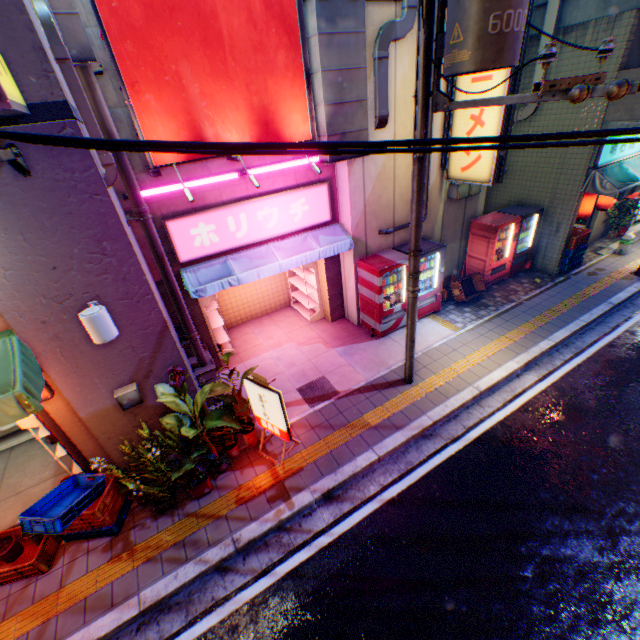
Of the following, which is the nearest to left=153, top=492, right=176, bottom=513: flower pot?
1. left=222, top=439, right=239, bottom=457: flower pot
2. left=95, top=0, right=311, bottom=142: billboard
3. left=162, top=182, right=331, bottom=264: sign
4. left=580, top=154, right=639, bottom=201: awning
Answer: left=222, top=439, right=239, bottom=457: flower pot

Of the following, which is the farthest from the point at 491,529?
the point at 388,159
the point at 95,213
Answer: the point at 388,159

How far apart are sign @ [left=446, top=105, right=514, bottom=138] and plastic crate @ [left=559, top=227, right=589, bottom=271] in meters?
4.5

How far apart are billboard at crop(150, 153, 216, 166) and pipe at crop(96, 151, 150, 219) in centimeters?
60cm

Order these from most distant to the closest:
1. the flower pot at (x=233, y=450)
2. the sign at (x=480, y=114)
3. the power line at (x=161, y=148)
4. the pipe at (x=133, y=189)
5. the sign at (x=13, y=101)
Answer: the sign at (x=480, y=114) → the flower pot at (x=233, y=450) → the pipe at (x=133, y=189) → the sign at (x=13, y=101) → the power line at (x=161, y=148)

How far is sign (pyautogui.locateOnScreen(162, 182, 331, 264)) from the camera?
6.5m

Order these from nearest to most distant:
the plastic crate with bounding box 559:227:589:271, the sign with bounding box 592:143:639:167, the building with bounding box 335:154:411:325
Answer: the building with bounding box 335:154:411:325 → the sign with bounding box 592:143:639:167 → the plastic crate with bounding box 559:227:589:271

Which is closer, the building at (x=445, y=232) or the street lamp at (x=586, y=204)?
the building at (x=445, y=232)
